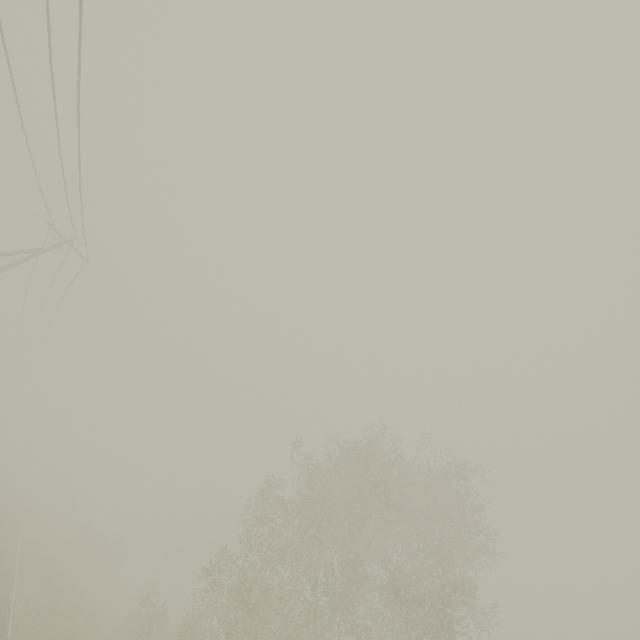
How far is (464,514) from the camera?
19.1 meters
